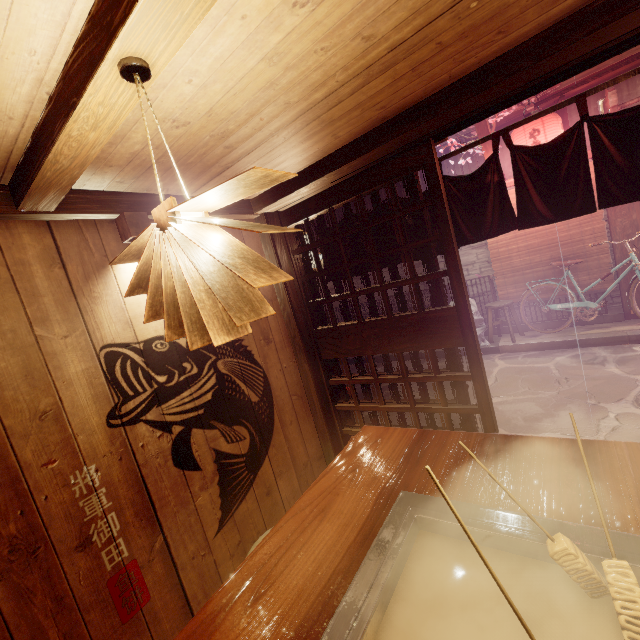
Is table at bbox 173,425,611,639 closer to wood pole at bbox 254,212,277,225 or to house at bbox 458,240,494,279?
wood pole at bbox 254,212,277,225

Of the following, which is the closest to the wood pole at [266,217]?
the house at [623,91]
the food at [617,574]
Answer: the food at [617,574]

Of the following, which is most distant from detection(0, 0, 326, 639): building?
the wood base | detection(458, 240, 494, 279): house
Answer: detection(458, 240, 494, 279): house

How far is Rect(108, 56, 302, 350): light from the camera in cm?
146

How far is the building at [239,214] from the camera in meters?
4.6 m

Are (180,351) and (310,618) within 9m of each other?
yes

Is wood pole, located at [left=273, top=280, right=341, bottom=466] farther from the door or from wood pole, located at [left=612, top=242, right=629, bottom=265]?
wood pole, located at [left=612, top=242, right=629, bottom=265]

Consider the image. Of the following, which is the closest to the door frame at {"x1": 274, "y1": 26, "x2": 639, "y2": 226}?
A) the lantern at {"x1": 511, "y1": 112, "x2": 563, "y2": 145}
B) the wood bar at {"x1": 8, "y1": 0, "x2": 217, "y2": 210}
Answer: the wood bar at {"x1": 8, "y1": 0, "x2": 217, "y2": 210}
